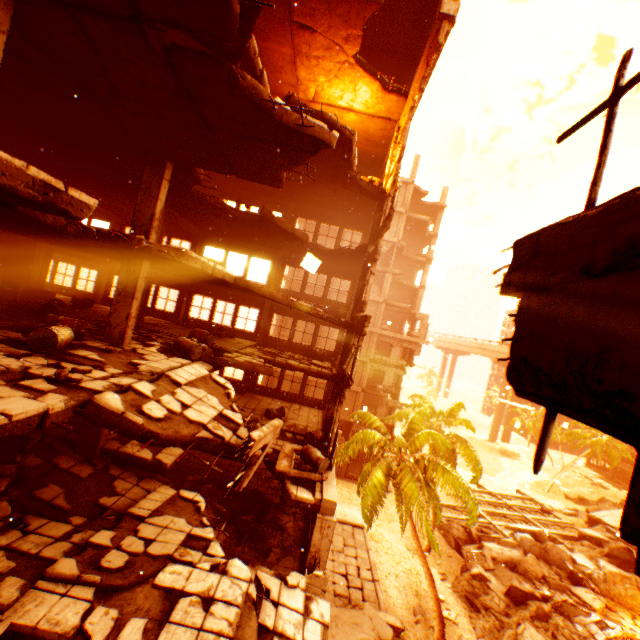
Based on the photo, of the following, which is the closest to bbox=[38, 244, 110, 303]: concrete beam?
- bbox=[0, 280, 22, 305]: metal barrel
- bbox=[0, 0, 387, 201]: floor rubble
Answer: bbox=[0, 280, 22, 305]: metal barrel

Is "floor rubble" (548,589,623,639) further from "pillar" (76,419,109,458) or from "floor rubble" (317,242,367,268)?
"pillar" (76,419,109,458)

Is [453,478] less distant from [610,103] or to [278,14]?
[610,103]

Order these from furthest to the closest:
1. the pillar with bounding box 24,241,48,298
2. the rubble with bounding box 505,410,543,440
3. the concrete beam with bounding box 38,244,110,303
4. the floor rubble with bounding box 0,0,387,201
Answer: the rubble with bounding box 505,410,543,440
the concrete beam with bounding box 38,244,110,303
the pillar with bounding box 24,241,48,298
the floor rubble with bounding box 0,0,387,201

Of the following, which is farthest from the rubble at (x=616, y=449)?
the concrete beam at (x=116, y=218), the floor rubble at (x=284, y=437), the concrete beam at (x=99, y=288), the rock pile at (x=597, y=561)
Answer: the concrete beam at (x=116, y=218)

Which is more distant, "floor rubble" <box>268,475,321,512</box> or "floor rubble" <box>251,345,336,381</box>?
"floor rubble" <box>251,345,336,381</box>

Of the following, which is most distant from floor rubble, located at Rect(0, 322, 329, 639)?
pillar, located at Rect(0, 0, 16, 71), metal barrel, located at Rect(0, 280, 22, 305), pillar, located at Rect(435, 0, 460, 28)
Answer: metal barrel, located at Rect(0, 280, 22, 305)

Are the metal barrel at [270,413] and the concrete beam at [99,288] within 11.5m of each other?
no
